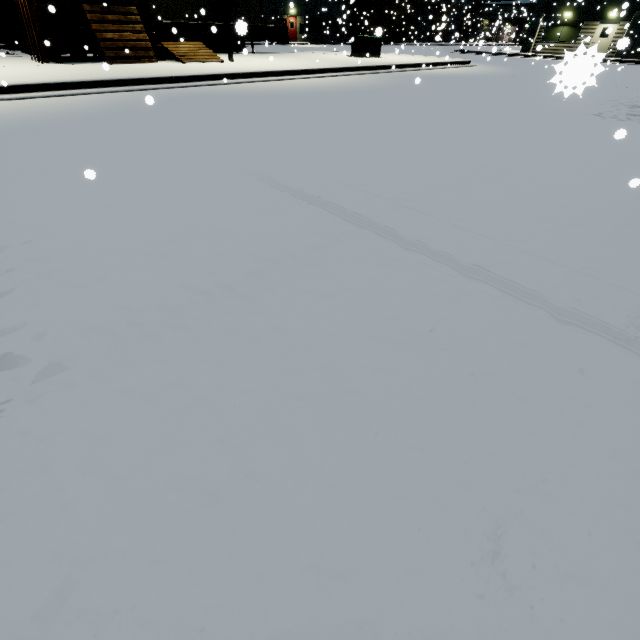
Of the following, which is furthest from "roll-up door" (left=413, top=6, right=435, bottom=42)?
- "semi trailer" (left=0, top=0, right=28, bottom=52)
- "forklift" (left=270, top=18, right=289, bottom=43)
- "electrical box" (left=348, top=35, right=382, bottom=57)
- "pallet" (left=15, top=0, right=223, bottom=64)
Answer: "pallet" (left=15, top=0, right=223, bottom=64)

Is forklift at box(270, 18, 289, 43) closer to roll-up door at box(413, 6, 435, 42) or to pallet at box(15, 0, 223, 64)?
roll-up door at box(413, 6, 435, 42)

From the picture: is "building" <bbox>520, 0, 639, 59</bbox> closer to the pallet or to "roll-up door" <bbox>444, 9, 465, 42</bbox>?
"roll-up door" <bbox>444, 9, 465, 42</bbox>

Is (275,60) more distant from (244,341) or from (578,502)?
(578,502)

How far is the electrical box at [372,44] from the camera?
Result: 19.0 meters

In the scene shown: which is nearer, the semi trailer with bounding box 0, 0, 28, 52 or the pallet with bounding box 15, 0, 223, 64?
the pallet with bounding box 15, 0, 223, 64

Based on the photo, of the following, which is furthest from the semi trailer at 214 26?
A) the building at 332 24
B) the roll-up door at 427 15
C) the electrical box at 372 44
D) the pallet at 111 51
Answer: the roll-up door at 427 15

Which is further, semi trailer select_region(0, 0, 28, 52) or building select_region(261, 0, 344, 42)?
building select_region(261, 0, 344, 42)
